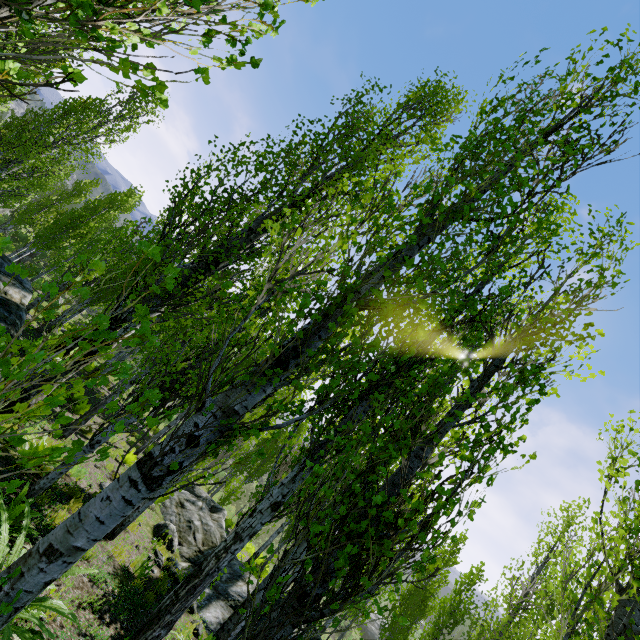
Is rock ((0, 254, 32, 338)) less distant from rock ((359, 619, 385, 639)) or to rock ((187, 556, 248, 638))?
rock ((187, 556, 248, 638))

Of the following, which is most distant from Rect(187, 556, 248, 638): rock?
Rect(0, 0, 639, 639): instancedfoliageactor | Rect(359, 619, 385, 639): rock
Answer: Rect(359, 619, 385, 639): rock

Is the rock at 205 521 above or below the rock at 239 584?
below

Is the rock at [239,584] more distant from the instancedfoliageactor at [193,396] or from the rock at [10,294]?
the rock at [10,294]

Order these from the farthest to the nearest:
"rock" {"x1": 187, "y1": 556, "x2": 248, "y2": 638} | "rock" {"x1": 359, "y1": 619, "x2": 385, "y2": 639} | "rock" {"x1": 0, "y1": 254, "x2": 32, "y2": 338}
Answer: Answer: "rock" {"x1": 359, "y1": 619, "x2": 385, "y2": 639} → "rock" {"x1": 0, "y1": 254, "x2": 32, "y2": 338} → "rock" {"x1": 187, "y1": 556, "x2": 248, "y2": 638}

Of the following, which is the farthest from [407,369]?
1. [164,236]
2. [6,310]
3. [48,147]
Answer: [48,147]

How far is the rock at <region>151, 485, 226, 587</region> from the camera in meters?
9.0 m

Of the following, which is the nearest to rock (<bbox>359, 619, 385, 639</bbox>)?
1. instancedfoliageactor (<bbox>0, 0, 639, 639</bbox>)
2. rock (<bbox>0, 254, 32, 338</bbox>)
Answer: instancedfoliageactor (<bbox>0, 0, 639, 639</bbox>)
